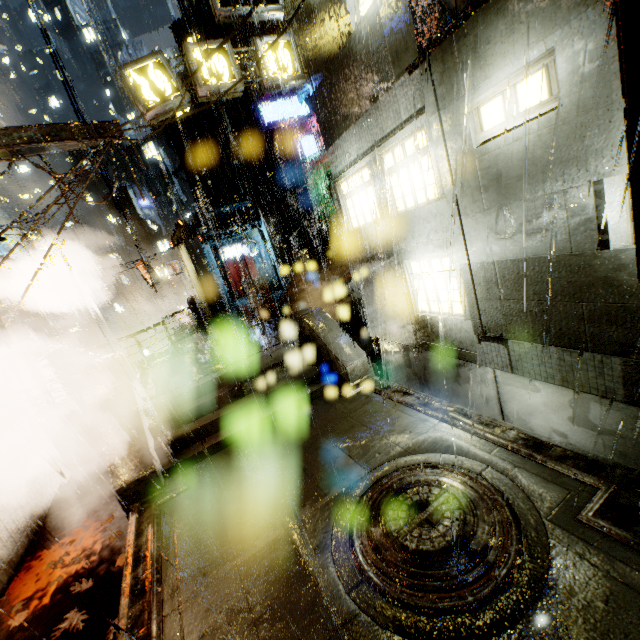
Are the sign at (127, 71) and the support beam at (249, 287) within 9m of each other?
yes

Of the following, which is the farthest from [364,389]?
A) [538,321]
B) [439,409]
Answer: [538,321]

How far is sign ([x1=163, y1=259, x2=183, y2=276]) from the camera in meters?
28.1 m

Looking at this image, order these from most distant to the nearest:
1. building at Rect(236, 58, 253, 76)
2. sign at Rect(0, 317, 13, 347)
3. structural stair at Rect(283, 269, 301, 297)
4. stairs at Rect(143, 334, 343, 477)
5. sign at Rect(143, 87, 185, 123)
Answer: building at Rect(236, 58, 253, 76)
structural stair at Rect(283, 269, 301, 297)
sign at Rect(143, 87, 185, 123)
stairs at Rect(143, 334, 343, 477)
sign at Rect(0, 317, 13, 347)

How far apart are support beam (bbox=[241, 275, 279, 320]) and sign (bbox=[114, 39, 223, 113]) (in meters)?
7.66

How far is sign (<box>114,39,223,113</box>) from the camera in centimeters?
884cm

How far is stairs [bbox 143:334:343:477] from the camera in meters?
8.5 m

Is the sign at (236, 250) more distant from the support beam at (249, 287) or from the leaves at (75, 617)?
the leaves at (75, 617)
